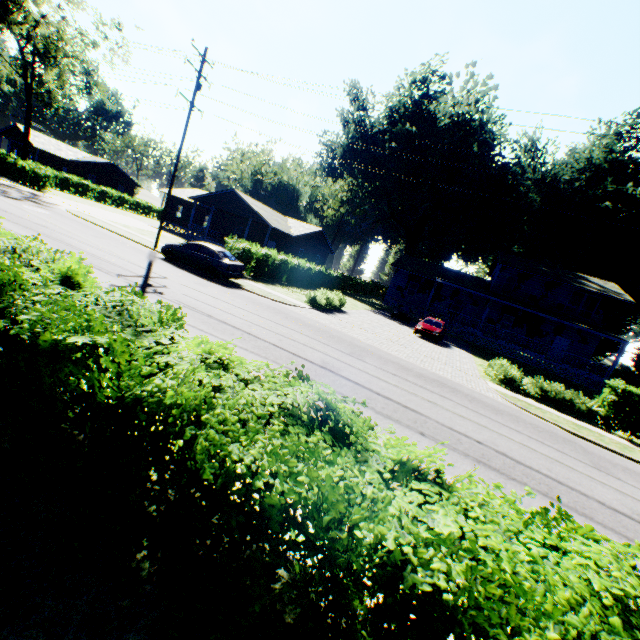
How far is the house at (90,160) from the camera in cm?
4756

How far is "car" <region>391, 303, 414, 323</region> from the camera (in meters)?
31.36

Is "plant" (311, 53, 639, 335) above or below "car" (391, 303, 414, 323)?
above

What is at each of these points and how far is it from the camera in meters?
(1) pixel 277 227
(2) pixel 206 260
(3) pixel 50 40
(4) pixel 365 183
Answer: (1) house, 31.4 m
(2) car, 17.4 m
(3) tree, 32.3 m
(4) plant, 59.6 m

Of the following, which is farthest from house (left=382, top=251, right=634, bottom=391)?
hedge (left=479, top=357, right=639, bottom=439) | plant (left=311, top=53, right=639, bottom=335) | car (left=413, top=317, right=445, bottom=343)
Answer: hedge (left=479, top=357, right=639, bottom=439)

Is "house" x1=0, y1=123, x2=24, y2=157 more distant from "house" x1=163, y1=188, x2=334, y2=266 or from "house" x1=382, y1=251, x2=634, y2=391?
"house" x1=382, y1=251, x2=634, y2=391

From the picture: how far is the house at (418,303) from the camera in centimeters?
2755cm

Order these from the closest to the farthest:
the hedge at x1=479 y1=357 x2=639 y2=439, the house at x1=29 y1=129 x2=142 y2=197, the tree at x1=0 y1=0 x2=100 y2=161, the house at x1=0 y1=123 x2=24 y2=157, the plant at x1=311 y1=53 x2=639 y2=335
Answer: the hedge at x1=479 y1=357 x2=639 y2=439
the tree at x1=0 y1=0 x2=100 y2=161
the plant at x1=311 y1=53 x2=639 y2=335
the house at x1=0 y1=123 x2=24 y2=157
the house at x1=29 y1=129 x2=142 y2=197
